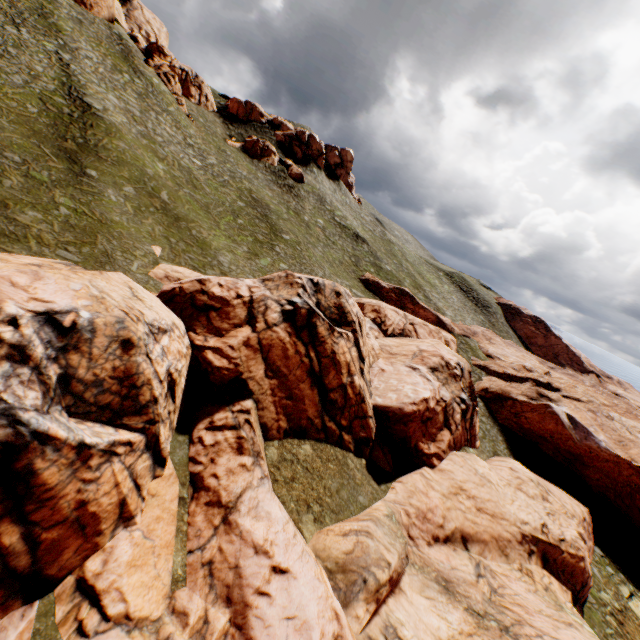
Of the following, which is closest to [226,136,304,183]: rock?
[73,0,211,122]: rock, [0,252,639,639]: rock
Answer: [73,0,211,122]: rock

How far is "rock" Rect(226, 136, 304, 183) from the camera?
56.4m

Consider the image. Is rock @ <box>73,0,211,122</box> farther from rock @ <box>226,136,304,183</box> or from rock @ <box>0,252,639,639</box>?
rock @ <box>0,252,639,639</box>

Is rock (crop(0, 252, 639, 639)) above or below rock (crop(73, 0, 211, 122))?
below

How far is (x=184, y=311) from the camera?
18.8m

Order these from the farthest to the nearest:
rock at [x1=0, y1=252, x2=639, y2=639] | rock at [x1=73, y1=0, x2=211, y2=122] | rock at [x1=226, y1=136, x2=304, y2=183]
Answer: rock at [x1=226, y1=136, x2=304, y2=183] < rock at [x1=73, y1=0, x2=211, y2=122] < rock at [x1=0, y1=252, x2=639, y2=639]

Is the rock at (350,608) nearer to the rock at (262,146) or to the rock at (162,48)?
the rock at (262,146)

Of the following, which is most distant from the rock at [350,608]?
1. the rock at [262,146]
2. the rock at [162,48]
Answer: the rock at [162,48]
